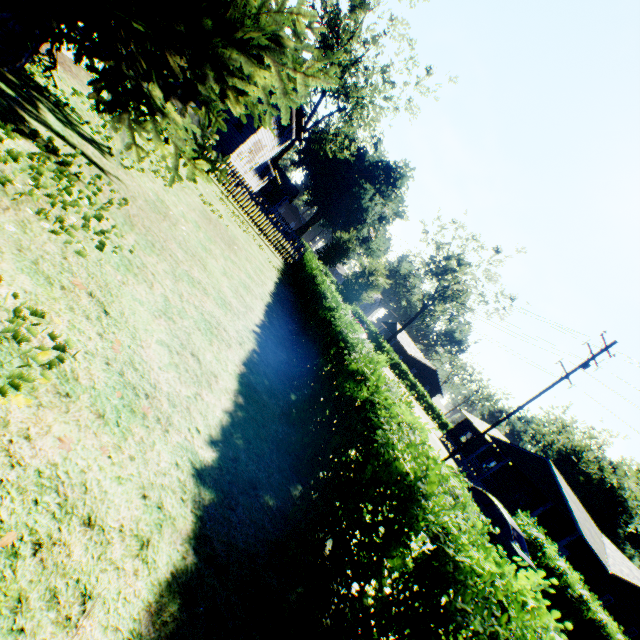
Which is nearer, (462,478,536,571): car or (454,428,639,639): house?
(462,478,536,571): car

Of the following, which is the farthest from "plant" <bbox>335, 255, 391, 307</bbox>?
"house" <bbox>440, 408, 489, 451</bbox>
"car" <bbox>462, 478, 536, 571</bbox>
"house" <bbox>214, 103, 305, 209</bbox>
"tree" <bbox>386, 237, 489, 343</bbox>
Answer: "house" <bbox>440, 408, 489, 451</bbox>

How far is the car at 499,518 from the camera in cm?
1255

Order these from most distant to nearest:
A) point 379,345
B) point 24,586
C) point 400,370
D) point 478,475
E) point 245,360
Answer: point 400,370 → point 379,345 → point 478,475 → point 245,360 → point 24,586

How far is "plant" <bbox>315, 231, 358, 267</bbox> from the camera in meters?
38.1 m

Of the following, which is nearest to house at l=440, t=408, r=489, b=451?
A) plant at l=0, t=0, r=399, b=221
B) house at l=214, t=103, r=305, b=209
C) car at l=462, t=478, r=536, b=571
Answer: car at l=462, t=478, r=536, b=571

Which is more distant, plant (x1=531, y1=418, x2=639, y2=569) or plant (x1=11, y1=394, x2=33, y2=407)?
plant (x1=531, y1=418, x2=639, y2=569)

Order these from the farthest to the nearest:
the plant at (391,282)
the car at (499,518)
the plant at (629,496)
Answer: the plant at (629,496) → the plant at (391,282) → the car at (499,518)
